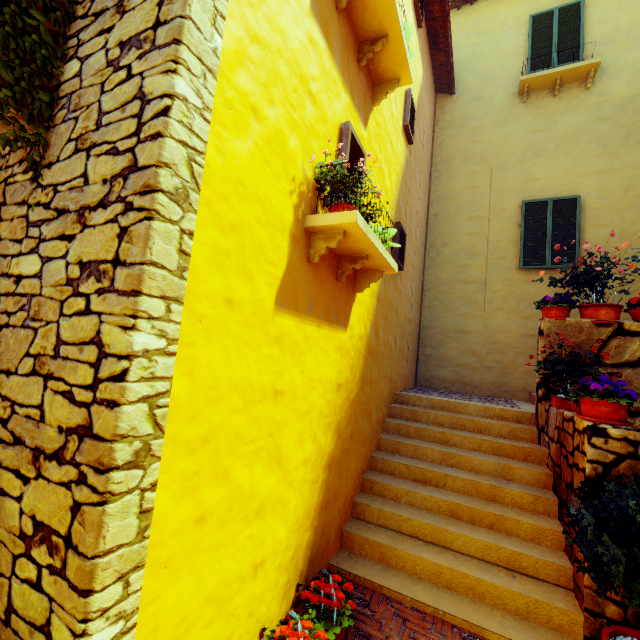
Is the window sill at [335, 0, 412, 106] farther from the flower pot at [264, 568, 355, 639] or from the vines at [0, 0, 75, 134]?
the flower pot at [264, 568, 355, 639]

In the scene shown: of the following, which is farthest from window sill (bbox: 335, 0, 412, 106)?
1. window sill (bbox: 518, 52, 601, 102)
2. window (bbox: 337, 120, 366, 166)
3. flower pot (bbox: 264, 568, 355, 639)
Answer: window sill (bbox: 518, 52, 601, 102)

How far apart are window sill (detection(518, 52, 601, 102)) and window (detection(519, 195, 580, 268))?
2.6 meters

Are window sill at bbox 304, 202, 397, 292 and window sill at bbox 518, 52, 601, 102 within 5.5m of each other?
no

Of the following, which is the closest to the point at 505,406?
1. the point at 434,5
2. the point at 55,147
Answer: the point at 55,147

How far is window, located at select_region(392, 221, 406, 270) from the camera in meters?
5.4 m

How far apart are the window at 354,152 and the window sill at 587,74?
6.9m

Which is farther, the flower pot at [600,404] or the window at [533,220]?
the window at [533,220]
